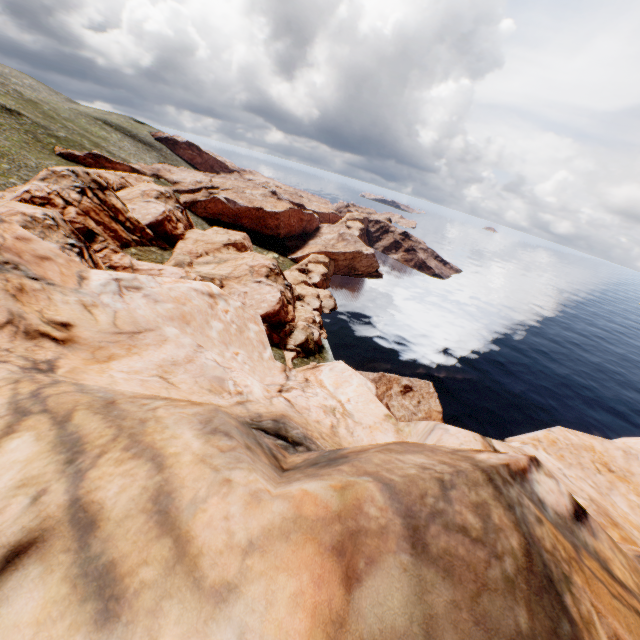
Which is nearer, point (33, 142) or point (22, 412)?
point (22, 412)
